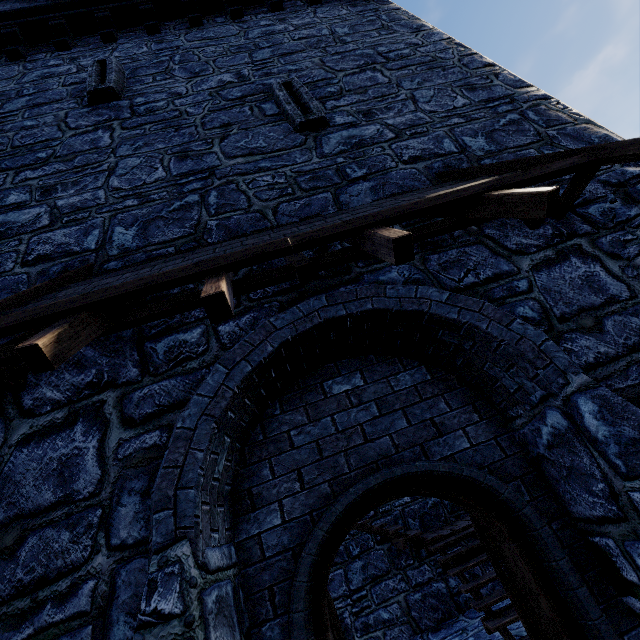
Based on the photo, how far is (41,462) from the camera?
2.4 meters

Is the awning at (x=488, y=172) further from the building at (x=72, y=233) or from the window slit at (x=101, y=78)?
the window slit at (x=101, y=78)

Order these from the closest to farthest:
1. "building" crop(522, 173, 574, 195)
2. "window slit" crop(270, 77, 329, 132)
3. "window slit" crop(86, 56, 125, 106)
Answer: "building" crop(522, 173, 574, 195) → "window slit" crop(270, 77, 329, 132) → "window slit" crop(86, 56, 125, 106)

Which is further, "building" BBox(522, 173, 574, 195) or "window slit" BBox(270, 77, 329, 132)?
"window slit" BBox(270, 77, 329, 132)

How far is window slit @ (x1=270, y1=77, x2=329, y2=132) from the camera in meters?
4.8

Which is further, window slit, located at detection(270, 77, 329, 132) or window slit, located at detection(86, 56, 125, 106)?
window slit, located at detection(86, 56, 125, 106)

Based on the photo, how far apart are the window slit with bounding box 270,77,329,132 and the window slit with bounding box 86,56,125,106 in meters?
2.6 m

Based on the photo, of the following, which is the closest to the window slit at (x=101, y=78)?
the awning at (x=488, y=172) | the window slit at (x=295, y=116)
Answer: the window slit at (x=295, y=116)
